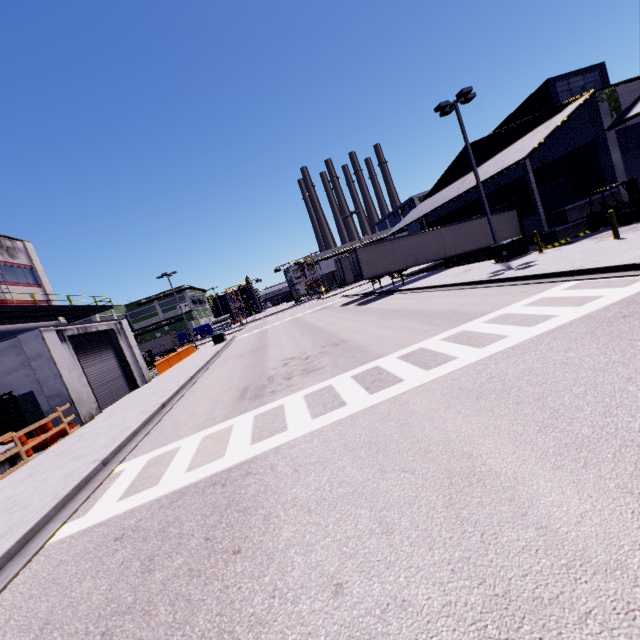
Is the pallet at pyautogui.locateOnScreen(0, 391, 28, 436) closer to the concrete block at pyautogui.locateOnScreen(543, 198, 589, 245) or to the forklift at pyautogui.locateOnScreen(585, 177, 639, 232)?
the concrete block at pyautogui.locateOnScreen(543, 198, 589, 245)

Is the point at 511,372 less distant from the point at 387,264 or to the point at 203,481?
the point at 203,481

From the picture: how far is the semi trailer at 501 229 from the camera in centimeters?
2839cm

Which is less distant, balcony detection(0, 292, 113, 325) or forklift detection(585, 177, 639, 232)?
forklift detection(585, 177, 639, 232)

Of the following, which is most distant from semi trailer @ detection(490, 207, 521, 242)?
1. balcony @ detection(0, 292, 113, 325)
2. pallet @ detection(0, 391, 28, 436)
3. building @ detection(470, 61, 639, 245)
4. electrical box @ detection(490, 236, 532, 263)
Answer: electrical box @ detection(490, 236, 532, 263)

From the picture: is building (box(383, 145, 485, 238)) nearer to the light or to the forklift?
the forklift

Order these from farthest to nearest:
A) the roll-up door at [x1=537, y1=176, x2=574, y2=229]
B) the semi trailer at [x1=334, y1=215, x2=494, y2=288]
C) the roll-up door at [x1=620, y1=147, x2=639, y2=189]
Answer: the semi trailer at [x1=334, y1=215, x2=494, y2=288], the roll-up door at [x1=537, y1=176, x2=574, y2=229], the roll-up door at [x1=620, y1=147, x2=639, y2=189]

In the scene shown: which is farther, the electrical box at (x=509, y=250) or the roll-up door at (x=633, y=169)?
the roll-up door at (x=633, y=169)
